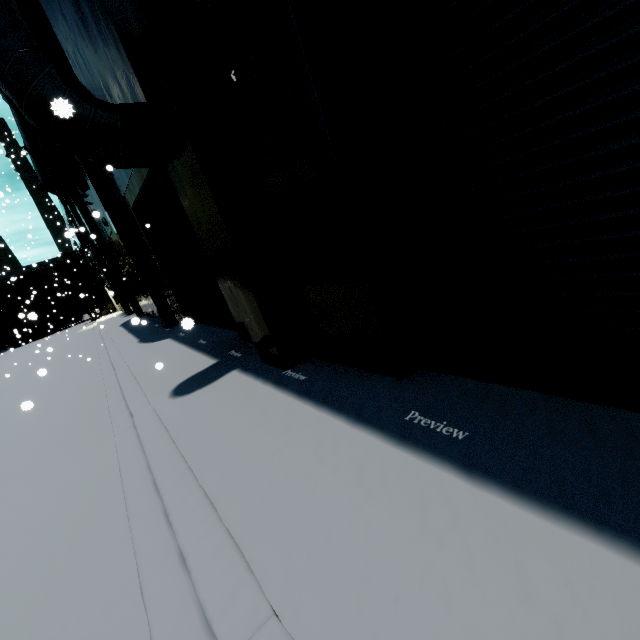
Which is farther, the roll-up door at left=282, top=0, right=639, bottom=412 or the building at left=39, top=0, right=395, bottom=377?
the building at left=39, top=0, right=395, bottom=377

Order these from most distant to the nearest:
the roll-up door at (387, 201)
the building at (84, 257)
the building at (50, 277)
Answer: the building at (50, 277)
the building at (84, 257)
the roll-up door at (387, 201)

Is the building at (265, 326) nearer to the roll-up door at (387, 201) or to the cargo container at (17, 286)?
the roll-up door at (387, 201)

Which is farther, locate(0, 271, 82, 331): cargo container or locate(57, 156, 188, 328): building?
locate(0, 271, 82, 331): cargo container

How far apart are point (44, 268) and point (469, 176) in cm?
7320

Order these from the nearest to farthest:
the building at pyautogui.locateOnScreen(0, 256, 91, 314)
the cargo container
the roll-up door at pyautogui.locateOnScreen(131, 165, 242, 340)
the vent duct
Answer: the vent duct → the roll-up door at pyautogui.locateOnScreen(131, 165, 242, 340) → the cargo container → the building at pyautogui.locateOnScreen(0, 256, 91, 314)

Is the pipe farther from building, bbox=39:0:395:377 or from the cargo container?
the cargo container

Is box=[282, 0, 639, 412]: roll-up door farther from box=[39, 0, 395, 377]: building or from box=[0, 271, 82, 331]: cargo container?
box=[0, 271, 82, 331]: cargo container
